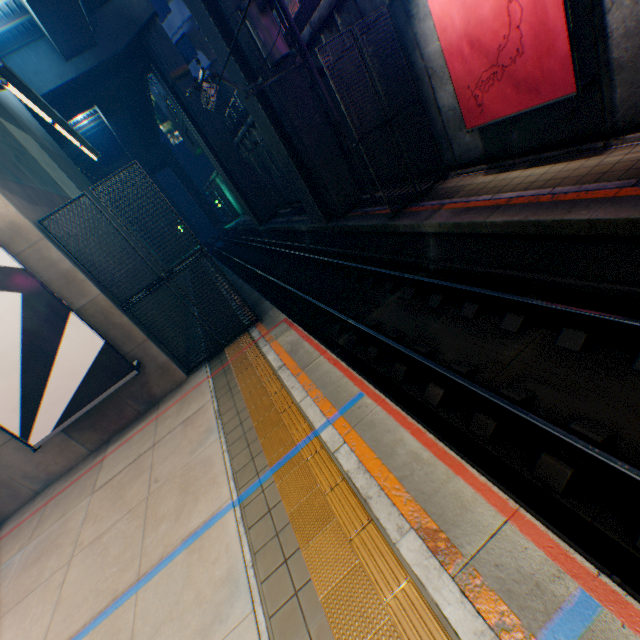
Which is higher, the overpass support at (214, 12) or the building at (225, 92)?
the building at (225, 92)

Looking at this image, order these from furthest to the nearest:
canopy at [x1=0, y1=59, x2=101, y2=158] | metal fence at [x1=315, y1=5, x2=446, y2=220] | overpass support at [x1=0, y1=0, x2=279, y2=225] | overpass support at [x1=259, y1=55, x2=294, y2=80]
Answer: overpass support at [x1=0, y1=0, x2=279, y2=225] < overpass support at [x1=259, y1=55, x2=294, y2=80] < metal fence at [x1=315, y1=5, x2=446, y2=220] < canopy at [x1=0, y1=59, x2=101, y2=158]

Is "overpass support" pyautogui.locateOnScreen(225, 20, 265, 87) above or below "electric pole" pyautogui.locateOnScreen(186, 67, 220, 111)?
above

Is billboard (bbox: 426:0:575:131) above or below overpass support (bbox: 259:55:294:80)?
below

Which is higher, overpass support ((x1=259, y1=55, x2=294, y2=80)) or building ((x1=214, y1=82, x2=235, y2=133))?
building ((x1=214, y1=82, x2=235, y2=133))

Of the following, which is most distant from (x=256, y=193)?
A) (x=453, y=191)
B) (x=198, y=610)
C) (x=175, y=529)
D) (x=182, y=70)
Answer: (x=198, y=610)

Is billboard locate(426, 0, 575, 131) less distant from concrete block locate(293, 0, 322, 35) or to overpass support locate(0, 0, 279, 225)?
concrete block locate(293, 0, 322, 35)

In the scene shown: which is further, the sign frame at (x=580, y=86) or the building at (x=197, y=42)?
the building at (x=197, y=42)
